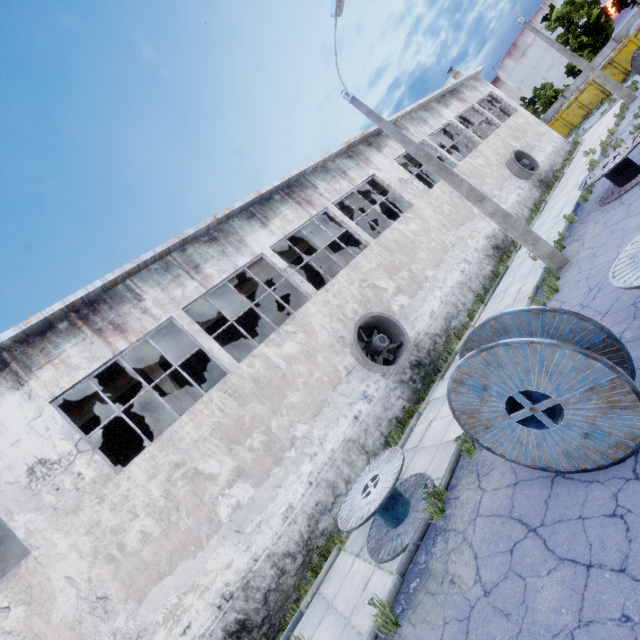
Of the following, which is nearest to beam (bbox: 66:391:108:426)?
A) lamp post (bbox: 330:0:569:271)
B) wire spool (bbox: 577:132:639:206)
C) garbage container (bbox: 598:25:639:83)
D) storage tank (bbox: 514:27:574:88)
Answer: lamp post (bbox: 330:0:569:271)

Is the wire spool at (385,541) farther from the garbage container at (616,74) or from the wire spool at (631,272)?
the garbage container at (616,74)

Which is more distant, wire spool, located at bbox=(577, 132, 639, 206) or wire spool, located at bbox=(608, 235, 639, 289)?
wire spool, located at bbox=(577, 132, 639, 206)

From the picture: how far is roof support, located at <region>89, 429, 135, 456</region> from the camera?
14.6 meters

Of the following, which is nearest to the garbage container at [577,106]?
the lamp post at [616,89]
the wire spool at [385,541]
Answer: the lamp post at [616,89]

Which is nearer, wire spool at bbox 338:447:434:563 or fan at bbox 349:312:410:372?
wire spool at bbox 338:447:434:563

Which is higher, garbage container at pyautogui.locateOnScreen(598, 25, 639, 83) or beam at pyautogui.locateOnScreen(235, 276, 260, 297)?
beam at pyautogui.locateOnScreen(235, 276, 260, 297)

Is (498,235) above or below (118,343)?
below
